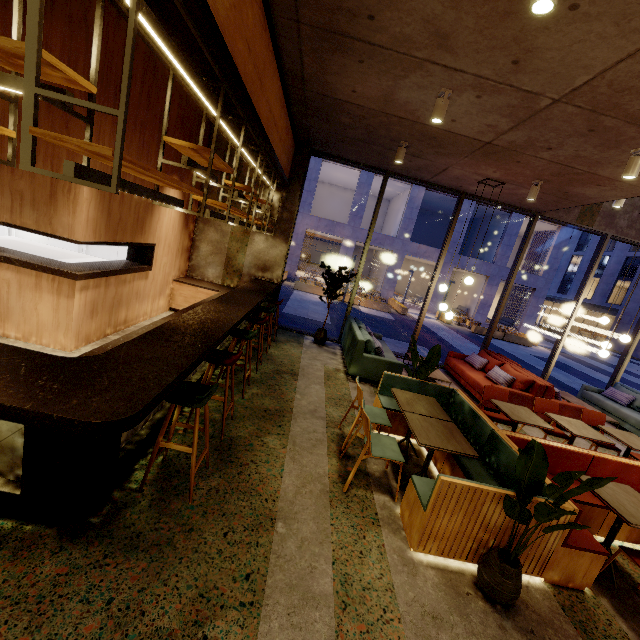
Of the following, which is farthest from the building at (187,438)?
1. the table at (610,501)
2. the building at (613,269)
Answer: the building at (613,269)

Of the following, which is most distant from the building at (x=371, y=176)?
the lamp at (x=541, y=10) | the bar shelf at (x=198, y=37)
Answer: the lamp at (x=541, y=10)

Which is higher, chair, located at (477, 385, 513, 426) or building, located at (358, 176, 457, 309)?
building, located at (358, 176, 457, 309)

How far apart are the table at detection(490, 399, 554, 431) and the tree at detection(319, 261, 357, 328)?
4.2 meters

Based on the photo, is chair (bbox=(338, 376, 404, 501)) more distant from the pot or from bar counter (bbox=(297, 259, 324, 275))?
bar counter (bbox=(297, 259, 324, 275))

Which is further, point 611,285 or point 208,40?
point 611,285

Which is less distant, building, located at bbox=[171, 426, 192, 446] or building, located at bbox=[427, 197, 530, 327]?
building, located at bbox=[171, 426, 192, 446]

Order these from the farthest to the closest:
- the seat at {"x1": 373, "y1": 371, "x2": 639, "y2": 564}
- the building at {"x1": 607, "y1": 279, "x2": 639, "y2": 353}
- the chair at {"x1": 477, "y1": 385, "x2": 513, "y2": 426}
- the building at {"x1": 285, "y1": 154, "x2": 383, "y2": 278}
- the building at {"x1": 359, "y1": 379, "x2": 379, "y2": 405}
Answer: the building at {"x1": 607, "y1": 279, "x2": 639, "y2": 353}, the building at {"x1": 285, "y1": 154, "x2": 383, "y2": 278}, the building at {"x1": 359, "y1": 379, "x2": 379, "y2": 405}, the chair at {"x1": 477, "y1": 385, "x2": 513, "y2": 426}, the seat at {"x1": 373, "y1": 371, "x2": 639, "y2": 564}
